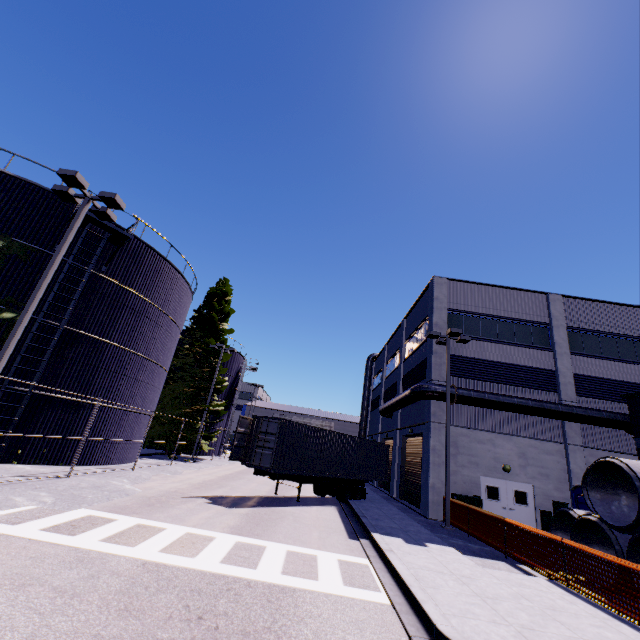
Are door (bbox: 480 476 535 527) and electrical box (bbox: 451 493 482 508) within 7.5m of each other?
yes

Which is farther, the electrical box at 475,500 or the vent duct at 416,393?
the vent duct at 416,393

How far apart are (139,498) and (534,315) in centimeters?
2474cm

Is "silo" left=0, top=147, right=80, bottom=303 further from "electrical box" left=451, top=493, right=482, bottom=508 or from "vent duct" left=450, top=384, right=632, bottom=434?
"electrical box" left=451, top=493, right=482, bottom=508

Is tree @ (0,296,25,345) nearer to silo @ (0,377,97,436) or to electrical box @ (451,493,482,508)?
silo @ (0,377,97,436)

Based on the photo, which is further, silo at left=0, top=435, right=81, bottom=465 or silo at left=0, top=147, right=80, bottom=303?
silo at left=0, top=147, right=80, bottom=303

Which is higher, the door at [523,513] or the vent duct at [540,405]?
the vent duct at [540,405]

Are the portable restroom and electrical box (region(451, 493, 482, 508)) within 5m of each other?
yes
